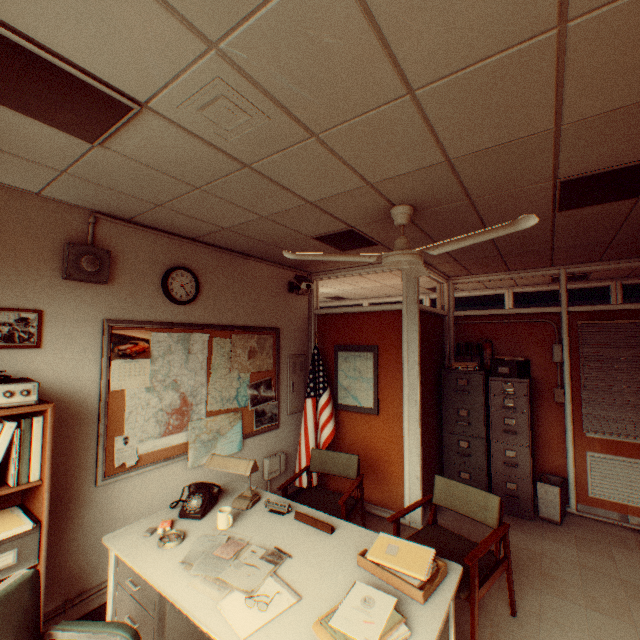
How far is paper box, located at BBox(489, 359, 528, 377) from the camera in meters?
4.6

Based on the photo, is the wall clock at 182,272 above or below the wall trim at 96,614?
above

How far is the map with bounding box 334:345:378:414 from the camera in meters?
4.6 m

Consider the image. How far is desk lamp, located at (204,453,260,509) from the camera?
2.54m

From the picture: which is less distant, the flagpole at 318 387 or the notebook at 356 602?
the notebook at 356 602

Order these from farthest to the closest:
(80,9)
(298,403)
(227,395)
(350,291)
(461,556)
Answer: (350,291)
(298,403)
(227,395)
(461,556)
(80,9)

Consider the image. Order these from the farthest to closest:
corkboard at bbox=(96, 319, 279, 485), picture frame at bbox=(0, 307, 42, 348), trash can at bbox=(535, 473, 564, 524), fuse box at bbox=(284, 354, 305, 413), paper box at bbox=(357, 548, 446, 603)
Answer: fuse box at bbox=(284, 354, 305, 413) < trash can at bbox=(535, 473, 564, 524) < corkboard at bbox=(96, 319, 279, 485) < picture frame at bbox=(0, 307, 42, 348) < paper box at bbox=(357, 548, 446, 603)

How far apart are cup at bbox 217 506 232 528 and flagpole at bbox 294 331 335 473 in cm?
218
